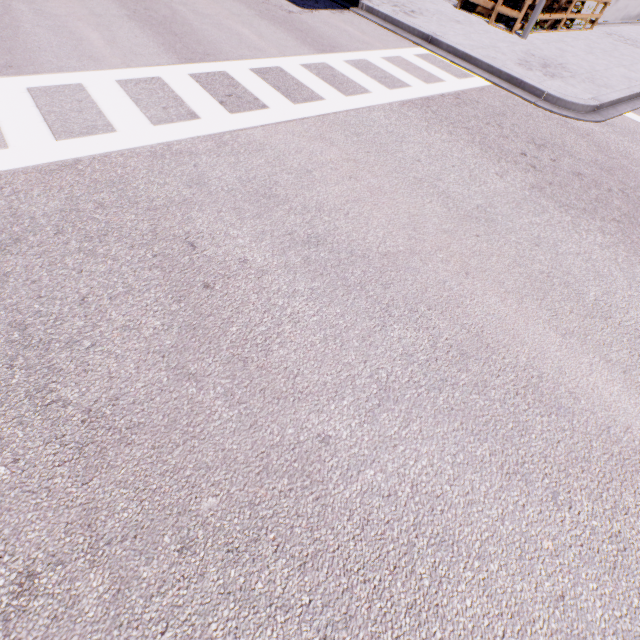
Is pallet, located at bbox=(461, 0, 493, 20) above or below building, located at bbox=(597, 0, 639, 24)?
above

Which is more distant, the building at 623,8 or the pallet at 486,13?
the building at 623,8

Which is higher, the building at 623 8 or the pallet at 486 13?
the pallet at 486 13

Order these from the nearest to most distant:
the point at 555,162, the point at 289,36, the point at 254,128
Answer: the point at 254,128
the point at 555,162
the point at 289,36

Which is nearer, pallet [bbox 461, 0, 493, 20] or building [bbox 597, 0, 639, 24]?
pallet [bbox 461, 0, 493, 20]
